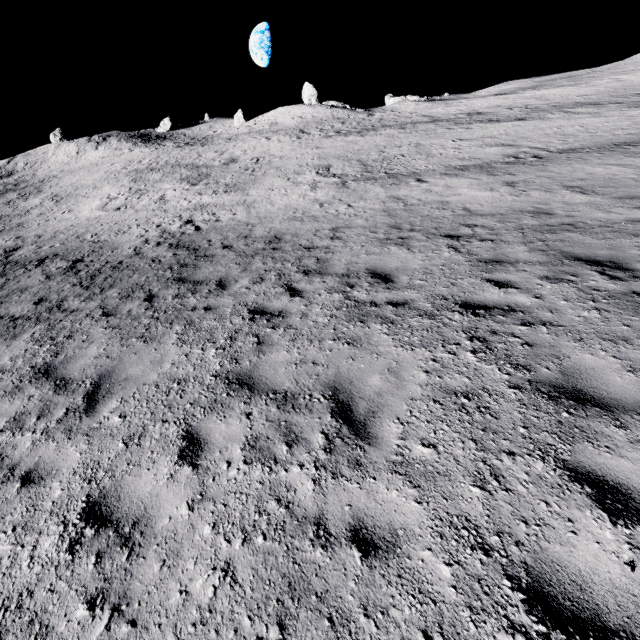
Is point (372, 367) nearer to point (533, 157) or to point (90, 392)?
point (90, 392)

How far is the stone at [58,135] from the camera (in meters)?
57.56

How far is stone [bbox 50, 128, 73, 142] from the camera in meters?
57.6 m
